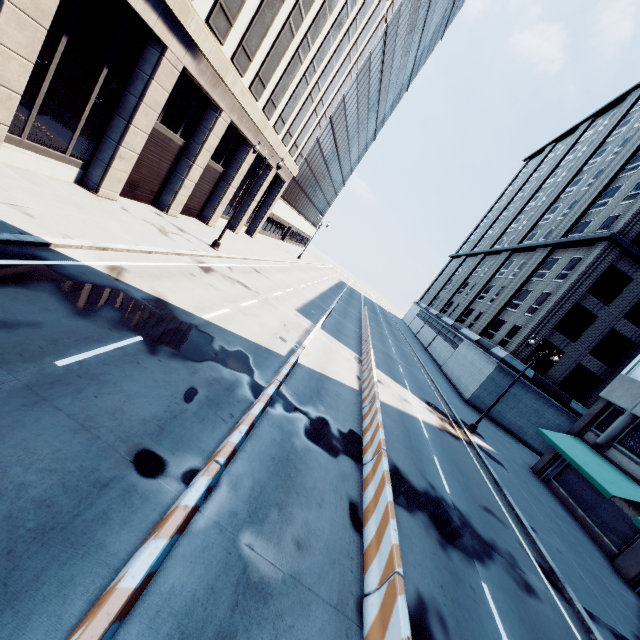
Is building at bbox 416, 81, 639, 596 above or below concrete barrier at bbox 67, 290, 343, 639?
above

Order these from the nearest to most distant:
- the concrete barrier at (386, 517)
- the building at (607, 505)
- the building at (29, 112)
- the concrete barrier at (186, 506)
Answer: the concrete barrier at (186, 506) < the concrete barrier at (386, 517) < the building at (29, 112) < the building at (607, 505)

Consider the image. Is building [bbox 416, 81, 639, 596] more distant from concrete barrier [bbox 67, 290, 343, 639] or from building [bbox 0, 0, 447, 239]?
building [bbox 0, 0, 447, 239]

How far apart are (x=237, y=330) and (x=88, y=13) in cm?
1332

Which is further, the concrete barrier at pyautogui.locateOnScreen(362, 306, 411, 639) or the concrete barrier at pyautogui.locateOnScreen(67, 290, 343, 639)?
the concrete barrier at pyautogui.locateOnScreen(362, 306, 411, 639)

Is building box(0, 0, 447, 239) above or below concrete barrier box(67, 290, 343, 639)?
above

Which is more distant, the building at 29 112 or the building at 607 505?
the building at 607 505

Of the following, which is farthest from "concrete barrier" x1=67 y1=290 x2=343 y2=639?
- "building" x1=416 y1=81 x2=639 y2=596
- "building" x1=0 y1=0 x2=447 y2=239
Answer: "building" x1=0 y1=0 x2=447 y2=239
